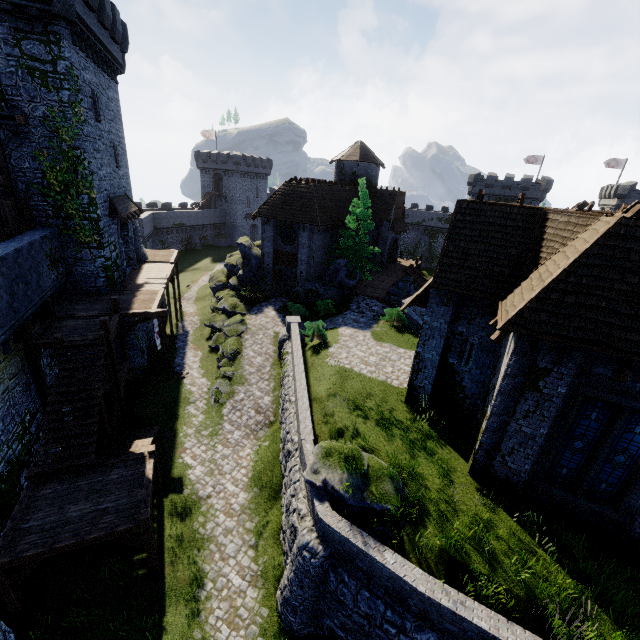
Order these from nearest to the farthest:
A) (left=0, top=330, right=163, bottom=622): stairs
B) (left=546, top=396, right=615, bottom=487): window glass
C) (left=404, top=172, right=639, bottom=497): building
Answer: (left=404, top=172, right=639, bottom=497): building
(left=546, top=396, right=615, bottom=487): window glass
(left=0, top=330, right=163, bottom=622): stairs

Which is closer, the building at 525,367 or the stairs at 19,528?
the building at 525,367

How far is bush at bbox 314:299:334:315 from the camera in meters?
26.6 m

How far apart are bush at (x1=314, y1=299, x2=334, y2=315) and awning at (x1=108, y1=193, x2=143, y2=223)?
14.7 meters

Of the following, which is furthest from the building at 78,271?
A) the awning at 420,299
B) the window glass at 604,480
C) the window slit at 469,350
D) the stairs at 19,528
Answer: the window glass at 604,480

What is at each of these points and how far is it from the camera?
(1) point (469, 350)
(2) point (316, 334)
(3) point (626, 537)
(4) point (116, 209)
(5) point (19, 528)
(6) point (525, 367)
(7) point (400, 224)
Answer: (1) window slit, 13.12m
(2) bush, 21.52m
(3) building, 9.59m
(4) awning, 20.89m
(5) stairs, 10.05m
(6) building, 9.59m
(7) awning, 39.16m

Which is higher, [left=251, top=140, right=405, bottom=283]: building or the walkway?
[left=251, top=140, right=405, bottom=283]: building

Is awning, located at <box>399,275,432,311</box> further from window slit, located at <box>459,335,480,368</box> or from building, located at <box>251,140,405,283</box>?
building, located at <box>251,140,405,283</box>
